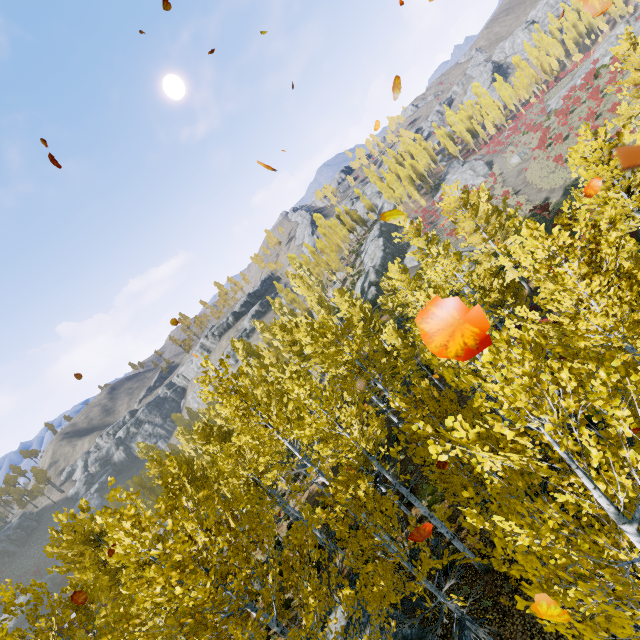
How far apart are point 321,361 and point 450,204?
20.6m

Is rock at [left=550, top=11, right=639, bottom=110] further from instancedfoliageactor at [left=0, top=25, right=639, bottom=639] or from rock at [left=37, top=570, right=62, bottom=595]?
rock at [left=37, top=570, right=62, bottom=595]

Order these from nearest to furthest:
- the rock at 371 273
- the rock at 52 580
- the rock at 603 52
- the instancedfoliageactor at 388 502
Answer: the instancedfoliageactor at 388 502 < the rock at 371 273 < the rock at 603 52 < the rock at 52 580

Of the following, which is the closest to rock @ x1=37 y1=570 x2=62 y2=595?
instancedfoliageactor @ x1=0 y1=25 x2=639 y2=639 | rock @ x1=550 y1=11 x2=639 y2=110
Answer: instancedfoliageactor @ x1=0 y1=25 x2=639 y2=639

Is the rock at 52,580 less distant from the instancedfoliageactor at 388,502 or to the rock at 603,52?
the instancedfoliageactor at 388,502

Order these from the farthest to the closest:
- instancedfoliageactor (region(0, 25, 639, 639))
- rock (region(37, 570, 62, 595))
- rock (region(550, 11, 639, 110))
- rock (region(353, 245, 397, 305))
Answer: rock (region(37, 570, 62, 595)) → rock (region(550, 11, 639, 110)) → rock (region(353, 245, 397, 305)) → instancedfoliageactor (region(0, 25, 639, 639))
